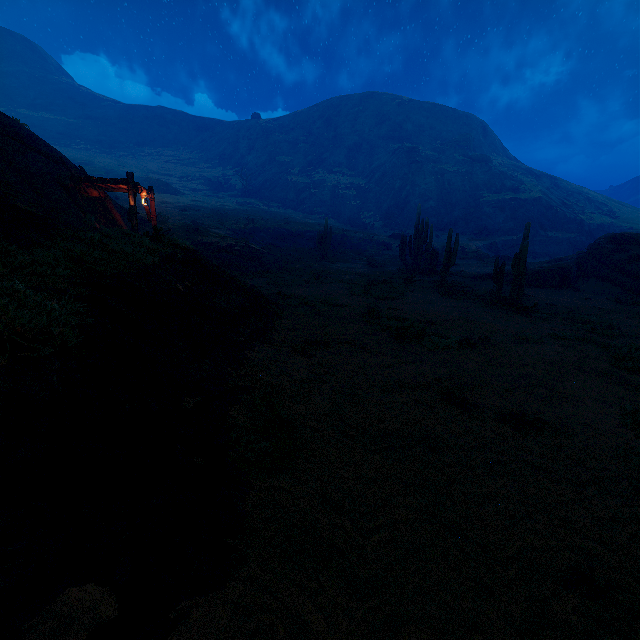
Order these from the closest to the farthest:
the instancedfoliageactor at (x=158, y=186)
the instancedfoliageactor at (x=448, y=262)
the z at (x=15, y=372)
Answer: the z at (x=15, y=372) < the instancedfoliageactor at (x=448, y=262) < the instancedfoliageactor at (x=158, y=186)

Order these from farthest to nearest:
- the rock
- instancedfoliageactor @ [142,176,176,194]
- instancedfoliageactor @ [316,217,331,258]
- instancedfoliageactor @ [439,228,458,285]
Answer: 1. instancedfoliageactor @ [142,176,176,194]
2. instancedfoliageactor @ [316,217,331,258]
3. the rock
4. instancedfoliageactor @ [439,228,458,285]

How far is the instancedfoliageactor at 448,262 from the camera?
19.5m

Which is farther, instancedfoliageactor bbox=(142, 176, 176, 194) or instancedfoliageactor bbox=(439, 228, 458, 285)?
instancedfoliageactor bbox=(142, 176, 176, 194)

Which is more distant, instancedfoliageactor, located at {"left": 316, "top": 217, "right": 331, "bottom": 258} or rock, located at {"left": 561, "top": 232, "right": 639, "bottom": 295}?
instancedfoliageactor, located at {"left": 316, "top": 217, "right": 331, "bottom": 258}

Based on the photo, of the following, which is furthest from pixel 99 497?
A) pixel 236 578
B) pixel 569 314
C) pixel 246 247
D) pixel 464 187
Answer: pixel 464 187

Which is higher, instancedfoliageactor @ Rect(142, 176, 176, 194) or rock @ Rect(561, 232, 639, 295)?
instancedfoliageactor @ Rect(142, 176, 176, 194)

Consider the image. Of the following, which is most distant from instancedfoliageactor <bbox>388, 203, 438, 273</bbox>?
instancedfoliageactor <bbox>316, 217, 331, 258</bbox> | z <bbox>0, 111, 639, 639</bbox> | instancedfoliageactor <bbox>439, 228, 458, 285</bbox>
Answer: instancedfoliageactor <bbox>316, 217, 331, 258</bbox>
